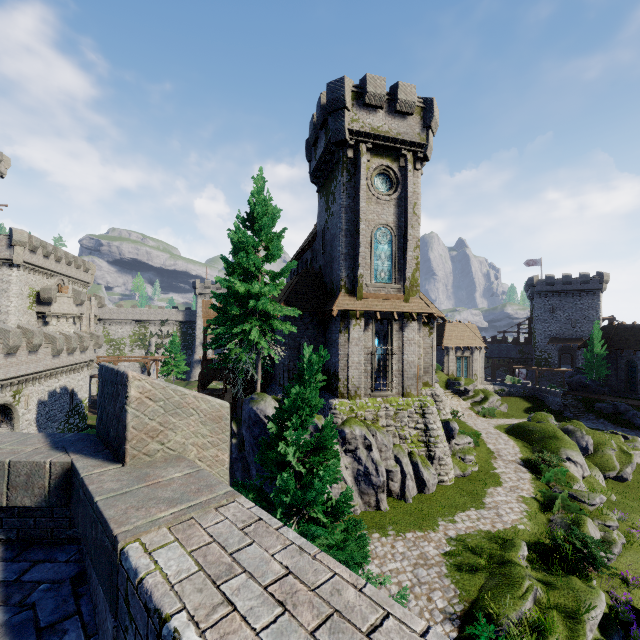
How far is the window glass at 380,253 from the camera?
21.06m

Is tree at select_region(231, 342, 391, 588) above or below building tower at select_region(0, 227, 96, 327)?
below

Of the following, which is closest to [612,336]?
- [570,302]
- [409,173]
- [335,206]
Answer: [570,302]

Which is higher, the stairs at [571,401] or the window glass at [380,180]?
the window glass at [380,180]

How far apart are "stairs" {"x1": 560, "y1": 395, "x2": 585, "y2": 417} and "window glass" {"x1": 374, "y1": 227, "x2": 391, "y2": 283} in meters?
32.7 m

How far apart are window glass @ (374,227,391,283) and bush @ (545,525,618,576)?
15.1m

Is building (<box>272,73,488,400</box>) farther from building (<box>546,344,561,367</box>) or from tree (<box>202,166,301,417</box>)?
building (<box>546,344,561,367</box>)

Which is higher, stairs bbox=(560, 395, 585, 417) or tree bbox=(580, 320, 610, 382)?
tree bbox=(580, 320, 610, 382)
